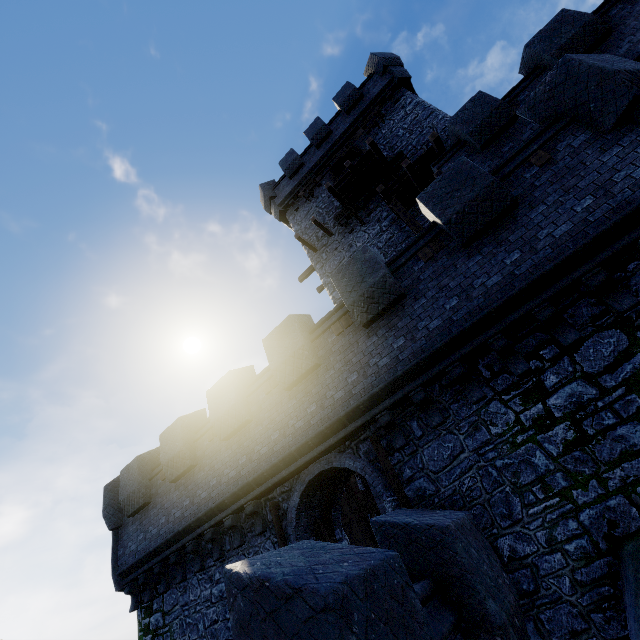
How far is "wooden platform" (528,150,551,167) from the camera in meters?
6.8

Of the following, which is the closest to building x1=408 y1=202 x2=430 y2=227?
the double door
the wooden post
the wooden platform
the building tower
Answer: the wooden post

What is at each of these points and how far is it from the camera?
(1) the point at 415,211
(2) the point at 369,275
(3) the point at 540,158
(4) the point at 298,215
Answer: (1) building, 14.72m
(2) building tower, 8.18m
(3) wooden platform, 6.84m
(4) building, 20.12m

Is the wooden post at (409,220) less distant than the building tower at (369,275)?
No

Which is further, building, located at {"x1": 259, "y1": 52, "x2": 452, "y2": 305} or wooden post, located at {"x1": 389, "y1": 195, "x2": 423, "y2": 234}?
building, located at {"x1": 259, "y1": 52, "x2": 452, "y2": 305}

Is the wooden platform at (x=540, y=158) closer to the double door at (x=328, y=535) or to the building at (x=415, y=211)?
the building at (x=415, y=211)

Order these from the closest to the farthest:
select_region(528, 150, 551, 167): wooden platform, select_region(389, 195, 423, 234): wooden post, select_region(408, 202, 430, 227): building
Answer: select_region(528, 150, 551, 167): wooden platform → select_region(389, 195, 423, 234): wooden post → select_region(408, 202, 430, 227): building

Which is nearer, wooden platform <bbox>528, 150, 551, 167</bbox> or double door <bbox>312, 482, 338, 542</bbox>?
wooden platform <bbox>528, 150, 551, 167</bbox>
